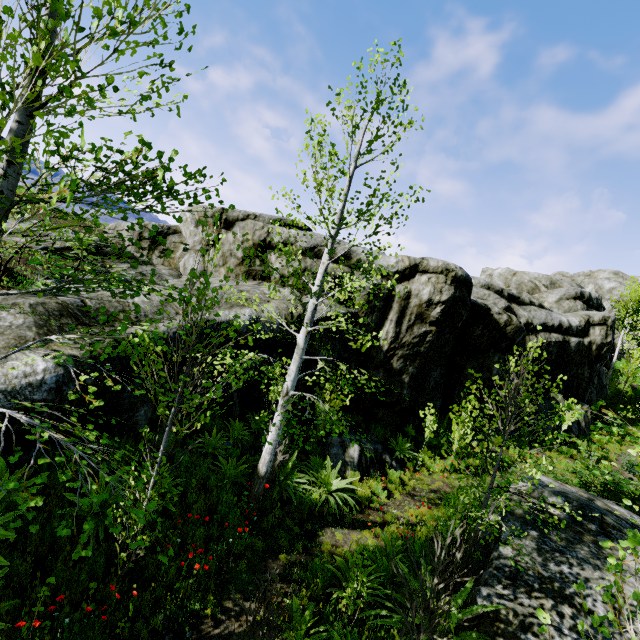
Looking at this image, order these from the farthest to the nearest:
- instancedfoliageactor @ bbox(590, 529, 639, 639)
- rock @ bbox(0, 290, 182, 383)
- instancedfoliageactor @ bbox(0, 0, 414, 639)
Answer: rock @ bbox(0, 290, 182, 383) → instancedfoliageactor @ bbox(0, 0, 414, 639) → instancedfoliageactor @ bbox(590, 529, 639, 639)

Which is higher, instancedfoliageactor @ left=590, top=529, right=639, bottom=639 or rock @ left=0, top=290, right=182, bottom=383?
instancedfoliageactor @ left=590, top=529, right=639, bottom=639

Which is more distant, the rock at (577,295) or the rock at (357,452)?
the rock at (577,295)

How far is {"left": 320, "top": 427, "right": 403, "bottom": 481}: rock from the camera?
10.20m

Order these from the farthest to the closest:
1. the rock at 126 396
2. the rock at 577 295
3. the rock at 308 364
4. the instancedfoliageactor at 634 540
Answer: the rock at 577 295, the rock at 308 364, the rock at 126 396, the instancedfoliageactor at 634 540

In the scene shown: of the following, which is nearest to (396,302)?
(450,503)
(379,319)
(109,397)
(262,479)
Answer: (379,319)
